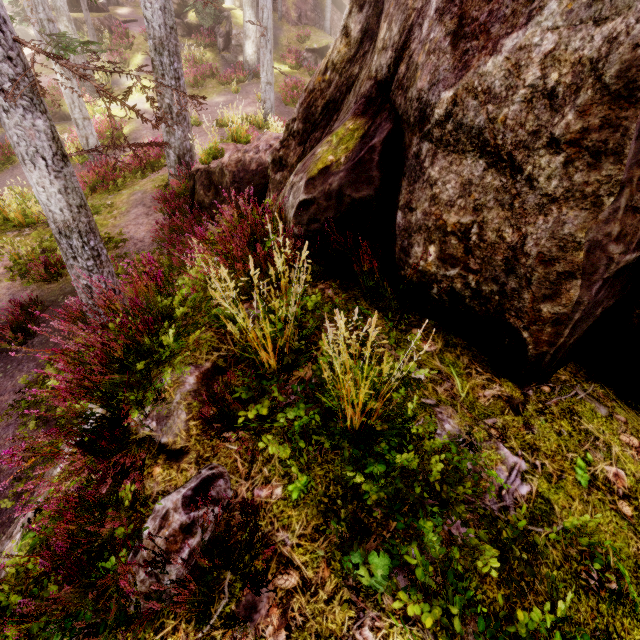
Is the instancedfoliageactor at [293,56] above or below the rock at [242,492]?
above

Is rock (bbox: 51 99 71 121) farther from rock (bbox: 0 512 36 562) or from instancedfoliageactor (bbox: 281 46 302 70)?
rock (bbox: 0 512 36 562)

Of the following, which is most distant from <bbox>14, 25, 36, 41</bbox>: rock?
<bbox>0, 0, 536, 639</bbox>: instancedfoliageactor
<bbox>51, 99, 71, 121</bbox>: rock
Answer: <bbox>51, 99, 71, 121</bbox>: rock

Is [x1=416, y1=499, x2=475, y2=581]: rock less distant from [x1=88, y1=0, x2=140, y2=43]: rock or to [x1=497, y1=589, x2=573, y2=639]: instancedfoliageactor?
[x1=497, y1=589, x2=573, y2=639]: instancedfoliageactor

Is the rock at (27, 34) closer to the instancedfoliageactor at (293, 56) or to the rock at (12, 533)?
the instancedfoliageactor at (293, 56)

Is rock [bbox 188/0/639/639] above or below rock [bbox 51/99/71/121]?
above

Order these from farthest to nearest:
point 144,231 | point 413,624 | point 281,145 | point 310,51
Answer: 1. point 310,51
2. point 144,231
3. point 281,145
4. point 413,624

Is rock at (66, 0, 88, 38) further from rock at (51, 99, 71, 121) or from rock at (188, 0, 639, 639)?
rock at (188, 0, 639, 639)
